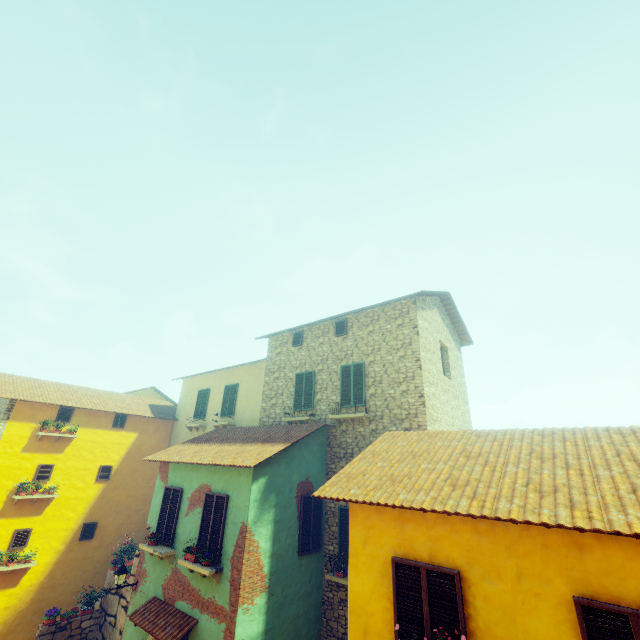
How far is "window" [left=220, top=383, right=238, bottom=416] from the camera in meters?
16.4 m

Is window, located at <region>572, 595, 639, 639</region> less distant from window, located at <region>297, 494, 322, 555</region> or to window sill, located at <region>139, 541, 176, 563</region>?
window sill, located at <region>139, 541, 176, 563</region>

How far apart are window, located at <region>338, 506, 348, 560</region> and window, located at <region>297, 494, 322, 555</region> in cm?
59

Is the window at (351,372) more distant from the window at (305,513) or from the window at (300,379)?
the window at (305,513)

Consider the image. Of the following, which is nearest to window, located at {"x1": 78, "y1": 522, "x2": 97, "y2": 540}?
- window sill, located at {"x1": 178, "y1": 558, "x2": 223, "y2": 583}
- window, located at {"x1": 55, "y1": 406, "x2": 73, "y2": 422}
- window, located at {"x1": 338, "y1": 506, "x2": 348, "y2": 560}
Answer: window, located at {"x1": 55, "y1": 406, "x2": 73, "y2": 422}

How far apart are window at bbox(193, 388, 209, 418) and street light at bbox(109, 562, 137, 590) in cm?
742

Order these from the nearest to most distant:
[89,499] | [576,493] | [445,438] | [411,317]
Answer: [576,493] → [445,438] → [411,317] → [89,499]

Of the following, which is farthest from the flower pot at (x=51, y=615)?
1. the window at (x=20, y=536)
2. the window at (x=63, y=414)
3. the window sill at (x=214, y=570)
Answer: the window sill at (x=214, y=570)
